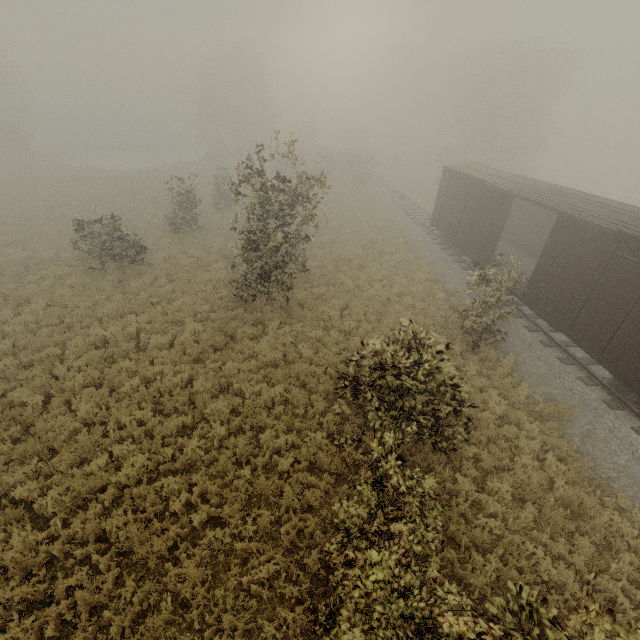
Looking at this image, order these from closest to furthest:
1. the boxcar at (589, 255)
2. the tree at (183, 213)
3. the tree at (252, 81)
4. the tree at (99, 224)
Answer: the boxcar at (589, 255) → the tree at (252, 81) → the tree at (99, 224) → the tree at (183, 213)

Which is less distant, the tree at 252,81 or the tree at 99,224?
the tree at 252,81

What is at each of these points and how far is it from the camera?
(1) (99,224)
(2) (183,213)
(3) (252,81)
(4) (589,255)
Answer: (1) tree, 15.8 meters
(2) tree, 20.7 meters
(3) tree, 40.6 meters
(4) boxcar, 10.2 meters

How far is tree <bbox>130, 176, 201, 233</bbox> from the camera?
19.97m

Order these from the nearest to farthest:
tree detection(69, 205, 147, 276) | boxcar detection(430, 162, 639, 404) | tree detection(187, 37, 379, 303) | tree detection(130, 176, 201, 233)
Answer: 1. boxcar detection(430, 162, 639, 404)
2. tree detection(187, 37, 379, 303)
3. tree detection(69, 205, 147, 276)
4. tree detection(130, 176, 201, 233)

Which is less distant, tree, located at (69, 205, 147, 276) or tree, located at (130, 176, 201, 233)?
tree, located at (69, 205, 147, 276)

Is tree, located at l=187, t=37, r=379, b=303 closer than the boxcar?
No
